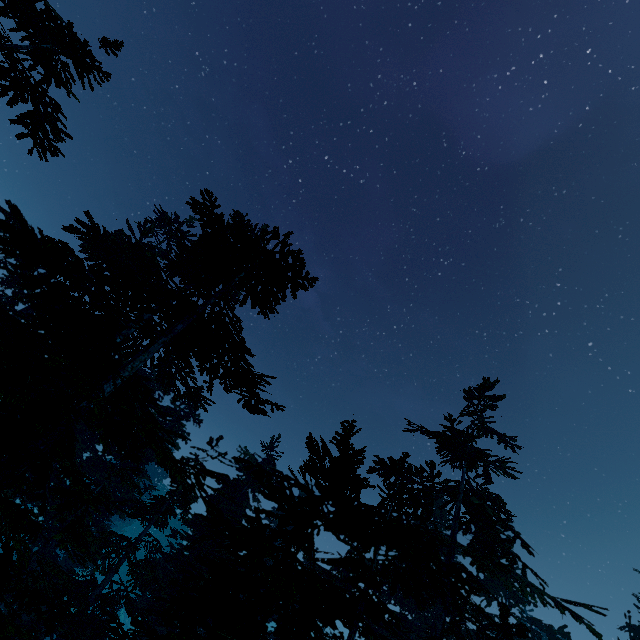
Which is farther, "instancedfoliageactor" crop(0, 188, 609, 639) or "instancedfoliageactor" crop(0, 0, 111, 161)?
"instancedfoliageactor" crop(0, 0, 111, 161)

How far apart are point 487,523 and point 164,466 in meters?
13.4

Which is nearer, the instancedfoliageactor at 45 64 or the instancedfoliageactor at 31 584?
the instancedfoliageactor at 31 584

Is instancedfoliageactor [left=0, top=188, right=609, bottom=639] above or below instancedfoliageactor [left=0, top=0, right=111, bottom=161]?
below

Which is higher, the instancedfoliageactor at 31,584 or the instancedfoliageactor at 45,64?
the instancedfoliageactor at 45,64
